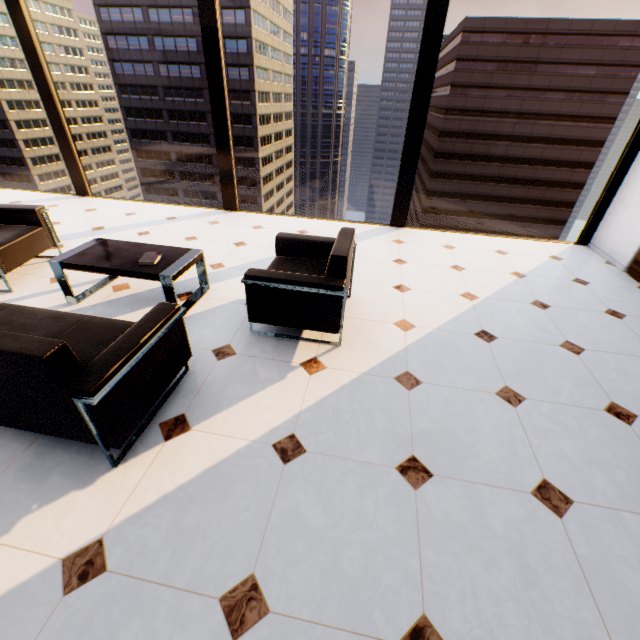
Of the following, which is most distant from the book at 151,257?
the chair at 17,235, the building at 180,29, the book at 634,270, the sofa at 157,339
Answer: the building at 180,29

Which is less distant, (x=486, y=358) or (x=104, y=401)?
(x=104, y=401)

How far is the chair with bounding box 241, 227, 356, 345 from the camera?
2.45m

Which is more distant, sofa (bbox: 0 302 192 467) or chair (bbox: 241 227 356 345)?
chair (bbox: 241 227 356 345)

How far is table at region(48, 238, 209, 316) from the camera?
2.8m

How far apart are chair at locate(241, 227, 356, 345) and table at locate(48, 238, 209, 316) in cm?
72

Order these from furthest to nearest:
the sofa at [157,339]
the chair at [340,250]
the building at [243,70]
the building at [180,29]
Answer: the building at [180,29] → the building at [243,70] → the chair at [340,250] → the sofa at [157,339]

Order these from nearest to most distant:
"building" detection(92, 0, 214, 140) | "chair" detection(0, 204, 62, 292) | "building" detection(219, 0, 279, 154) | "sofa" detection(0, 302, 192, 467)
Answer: "sofa" detection(0, 302, 192, 467)
"chair" detection(0, 204, 62, 292)
"building" detection(219, 0, 279, 154)
"building" detection(92, 0, 214, 140)
